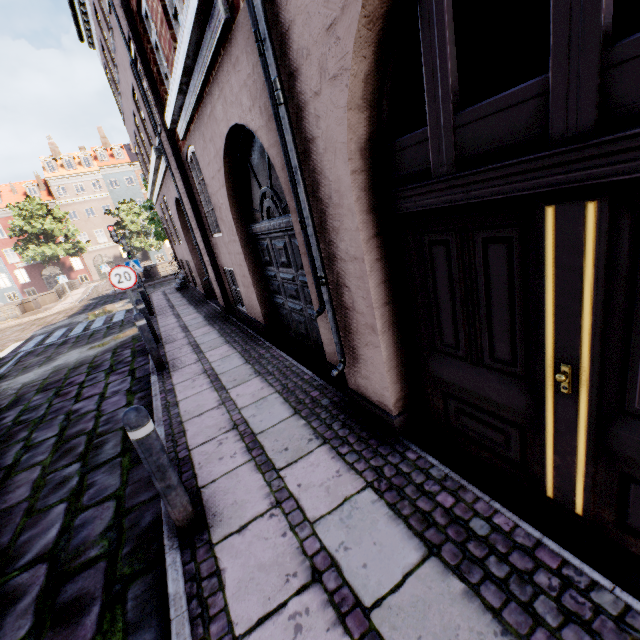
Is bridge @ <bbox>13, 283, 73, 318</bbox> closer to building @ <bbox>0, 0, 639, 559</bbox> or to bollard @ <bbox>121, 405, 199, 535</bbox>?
building @ <bbox>0, 0, 639, 559</bbox>

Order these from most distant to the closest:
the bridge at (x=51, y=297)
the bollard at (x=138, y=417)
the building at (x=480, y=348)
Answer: the bridge at (x=51, y=297) → the bollard at (x=138, y=417) → the building at (x=480, y=348)

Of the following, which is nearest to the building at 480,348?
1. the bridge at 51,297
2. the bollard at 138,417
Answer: the bollard at 138,417

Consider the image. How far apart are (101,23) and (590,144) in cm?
1534

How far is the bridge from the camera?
20.4m

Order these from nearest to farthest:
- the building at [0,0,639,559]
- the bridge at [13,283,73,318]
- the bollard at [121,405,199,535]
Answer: the building at [0,0,639,559]
the bollard at [121,405,199,535]
the bridge at [13,283,73,318]

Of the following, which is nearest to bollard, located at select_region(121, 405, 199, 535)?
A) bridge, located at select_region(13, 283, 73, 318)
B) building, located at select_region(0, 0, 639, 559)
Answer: building, located at select_region(0, 0, 639, 559)
